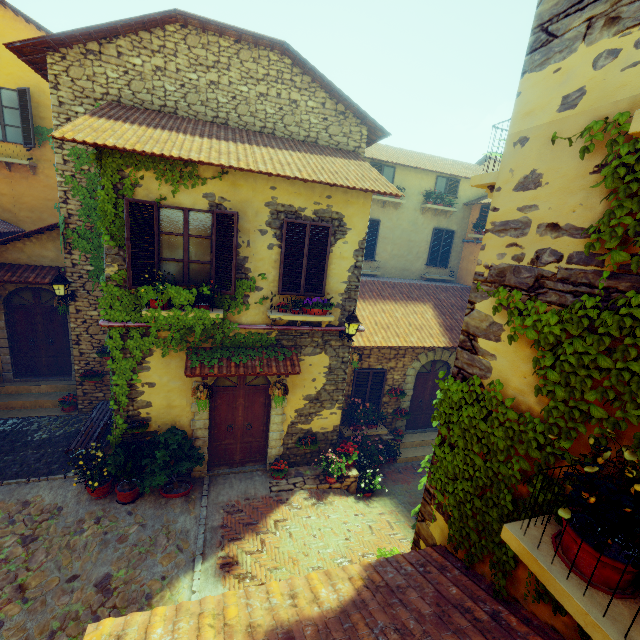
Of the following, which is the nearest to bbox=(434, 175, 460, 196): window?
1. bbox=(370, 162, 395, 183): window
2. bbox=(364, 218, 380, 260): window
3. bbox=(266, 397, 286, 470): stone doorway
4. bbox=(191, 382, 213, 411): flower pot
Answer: bbox=(370, 162, 395, 183): window

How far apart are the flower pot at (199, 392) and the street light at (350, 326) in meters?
3.3 m

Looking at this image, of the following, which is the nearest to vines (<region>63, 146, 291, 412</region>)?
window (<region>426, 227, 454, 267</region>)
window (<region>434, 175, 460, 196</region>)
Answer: window (<region>426, 227, 454, 267</region>)

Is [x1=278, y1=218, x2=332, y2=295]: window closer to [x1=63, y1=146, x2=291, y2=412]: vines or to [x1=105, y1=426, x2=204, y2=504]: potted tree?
[x1=63, y1=146, x2=291, y2=412]: vines

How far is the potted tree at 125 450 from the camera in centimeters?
681cm

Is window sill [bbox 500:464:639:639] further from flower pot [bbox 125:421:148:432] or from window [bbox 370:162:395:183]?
window [bbox 370:162:395:183]

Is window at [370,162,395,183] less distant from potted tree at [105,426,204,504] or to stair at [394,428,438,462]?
stair at [394,428,438,462]

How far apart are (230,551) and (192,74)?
11.06m
